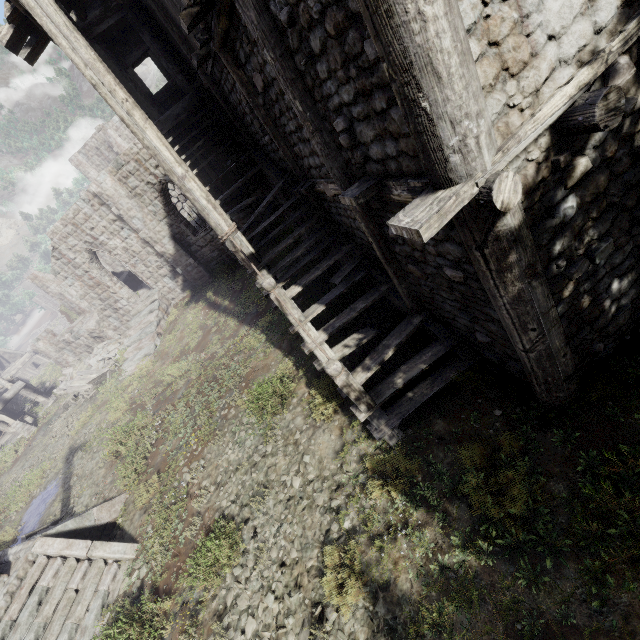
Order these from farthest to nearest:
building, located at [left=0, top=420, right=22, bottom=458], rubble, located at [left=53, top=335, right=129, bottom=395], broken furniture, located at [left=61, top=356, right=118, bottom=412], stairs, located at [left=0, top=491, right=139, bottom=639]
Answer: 1. rubble, located at [left=53, top=335, right=129, bottom=395]
2. building, located at [left=0, top=420, right=22, bottom=458]
3. broken furniture, located at [left=61, top=356, right=118, bottom=412]
4. stairs, located at [left=0, top=491, right=139, bottom=639]

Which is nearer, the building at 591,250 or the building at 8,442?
the building at 591,250

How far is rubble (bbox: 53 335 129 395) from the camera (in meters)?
21.75

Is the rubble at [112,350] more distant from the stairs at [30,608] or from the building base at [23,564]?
the stairs at [30,608]

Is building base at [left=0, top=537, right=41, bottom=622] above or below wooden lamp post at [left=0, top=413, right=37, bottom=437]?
above

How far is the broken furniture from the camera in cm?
1909

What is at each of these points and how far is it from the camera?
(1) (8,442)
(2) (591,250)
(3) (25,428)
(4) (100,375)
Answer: (1) building, 22.2m
(2) building, 3.5m
(3) wooden lamp post, 20.9m
(4) broken furniture, 19.1m

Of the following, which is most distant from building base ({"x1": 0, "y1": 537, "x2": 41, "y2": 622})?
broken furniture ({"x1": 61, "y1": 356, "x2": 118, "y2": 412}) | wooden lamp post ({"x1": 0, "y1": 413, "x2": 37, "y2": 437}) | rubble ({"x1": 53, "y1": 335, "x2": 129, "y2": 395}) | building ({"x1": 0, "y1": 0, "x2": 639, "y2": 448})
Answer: rubble ({"x1": 53, "y1": 335, "x2": 129, "y2": 395})
